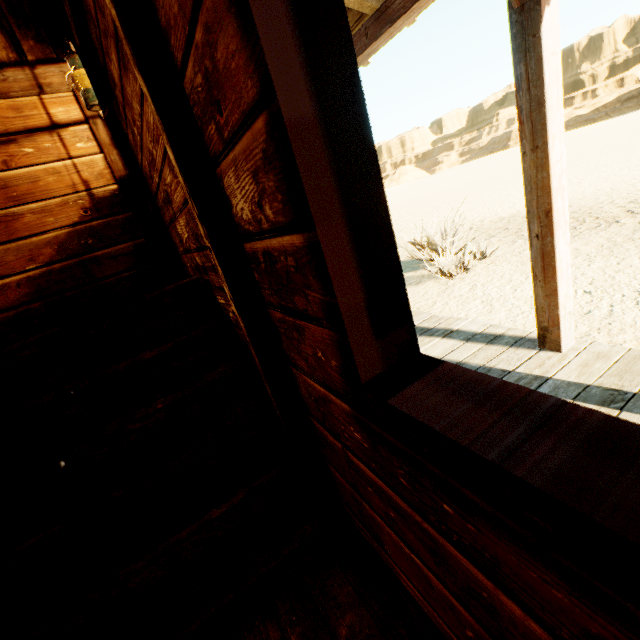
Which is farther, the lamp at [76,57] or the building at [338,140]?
the lamp at [76,57]

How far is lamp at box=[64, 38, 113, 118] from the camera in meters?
2.1 m

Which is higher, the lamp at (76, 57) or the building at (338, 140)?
the lamp at (76, 57)

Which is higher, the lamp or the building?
the lamp

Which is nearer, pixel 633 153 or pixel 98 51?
pixel 98 51

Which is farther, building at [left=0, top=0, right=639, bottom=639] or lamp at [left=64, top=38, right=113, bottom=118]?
lamp at [left=64, top=38, right=113, bottom=118]
